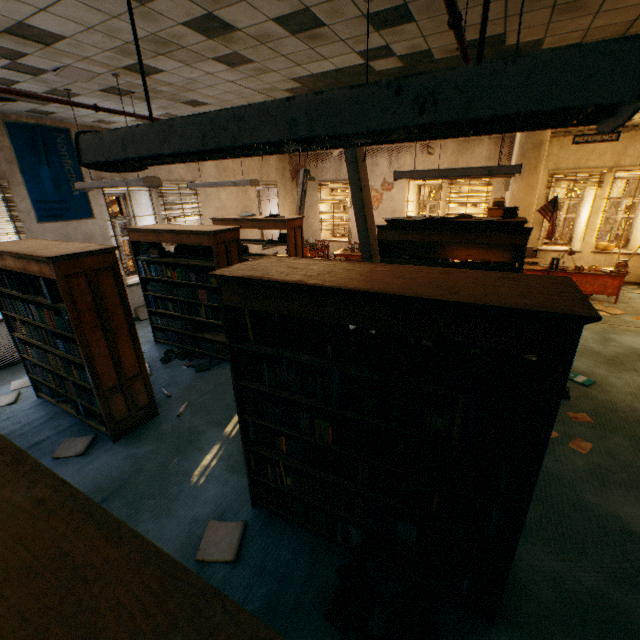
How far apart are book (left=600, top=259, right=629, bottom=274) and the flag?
1.4m

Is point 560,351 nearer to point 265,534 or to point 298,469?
point 298,469

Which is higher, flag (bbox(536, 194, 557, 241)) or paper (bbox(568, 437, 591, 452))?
flag (bbox(536, 194, 557, 241))

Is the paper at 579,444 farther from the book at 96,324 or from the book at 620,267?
the book at 620,267

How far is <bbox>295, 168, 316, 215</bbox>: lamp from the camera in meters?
7.2 m

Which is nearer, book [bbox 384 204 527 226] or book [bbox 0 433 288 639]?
book [bbox 0 433 288 639]

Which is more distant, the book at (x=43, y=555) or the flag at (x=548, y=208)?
the flag at (x=548, y=208)

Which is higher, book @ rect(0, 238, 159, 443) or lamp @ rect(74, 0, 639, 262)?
lamp @ rect(74, 0, 639, 262)
